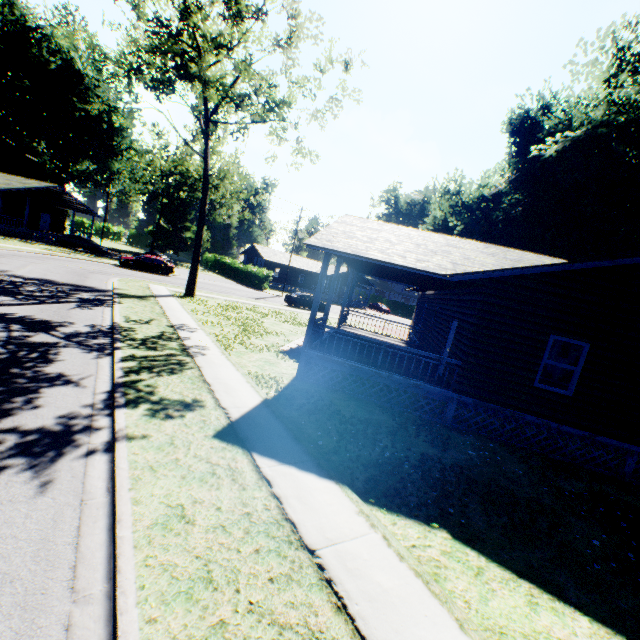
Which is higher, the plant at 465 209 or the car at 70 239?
the plant at 465 209

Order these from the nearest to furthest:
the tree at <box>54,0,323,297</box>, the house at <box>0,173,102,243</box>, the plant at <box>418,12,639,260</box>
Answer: the tree at <box>54,0,323,297</box> < the plant at <box>418,12,639,260</box> < the house at <box>0,173,102,243</box>

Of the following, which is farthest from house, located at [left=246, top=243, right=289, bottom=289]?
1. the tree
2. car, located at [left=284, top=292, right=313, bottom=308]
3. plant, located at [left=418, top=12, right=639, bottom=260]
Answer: the tree

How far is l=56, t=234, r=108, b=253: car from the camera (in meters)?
36.19

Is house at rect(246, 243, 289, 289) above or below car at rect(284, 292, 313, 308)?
above

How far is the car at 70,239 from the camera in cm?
3619

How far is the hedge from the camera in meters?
44.3 m

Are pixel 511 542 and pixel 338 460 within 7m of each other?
yes
